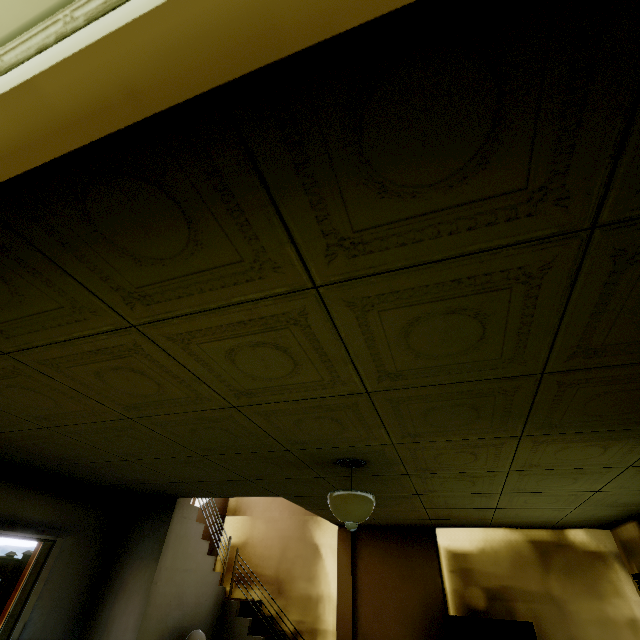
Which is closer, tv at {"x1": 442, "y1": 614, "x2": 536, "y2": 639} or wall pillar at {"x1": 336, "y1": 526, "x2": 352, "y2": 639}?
tv at {"x1": 442, "y1": 614, "x2": 536, "y2": 639}

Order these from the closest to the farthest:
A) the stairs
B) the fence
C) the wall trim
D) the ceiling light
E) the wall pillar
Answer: the wall trim
the ceiling light
the stairs
the wall pillar
the fence

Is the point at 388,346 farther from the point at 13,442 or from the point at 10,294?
the point at 13,442

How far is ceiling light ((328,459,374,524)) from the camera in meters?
2.9 m

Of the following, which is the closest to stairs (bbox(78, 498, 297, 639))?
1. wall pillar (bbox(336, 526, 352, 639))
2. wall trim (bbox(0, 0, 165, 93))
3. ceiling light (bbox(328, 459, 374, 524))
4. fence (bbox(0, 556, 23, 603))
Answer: wall pillar (bbox(336, 526, 352, 639))

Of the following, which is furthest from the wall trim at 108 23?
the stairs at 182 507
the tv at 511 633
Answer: the tv at 511 633

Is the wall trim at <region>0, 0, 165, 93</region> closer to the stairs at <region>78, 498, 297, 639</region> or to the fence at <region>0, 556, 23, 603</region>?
the fence at <region>0, 556, 23, 603</region>

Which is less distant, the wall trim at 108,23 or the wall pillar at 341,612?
the wall trim at 108,23
